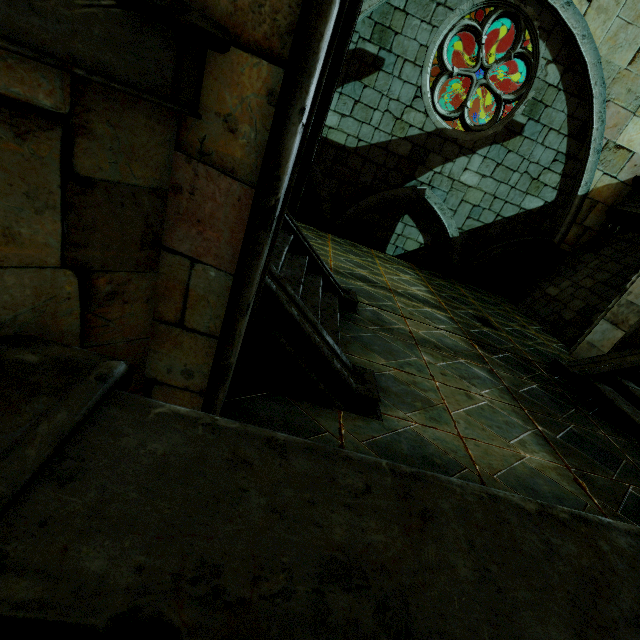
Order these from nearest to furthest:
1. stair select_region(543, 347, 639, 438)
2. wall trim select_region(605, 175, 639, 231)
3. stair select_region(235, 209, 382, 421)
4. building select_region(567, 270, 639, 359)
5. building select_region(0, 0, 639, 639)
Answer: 1. building select_region(0, 0, 639, 639)
2. stair select_region(235, 209, 382, 421)
3. stair select_region(543, 347, 639, 438)
4. building select_region(567, 270, 639, 359)
5. wall trim select_region(605, 175, 639, 231)

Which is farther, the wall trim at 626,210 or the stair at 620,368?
the wall trim at 626,210

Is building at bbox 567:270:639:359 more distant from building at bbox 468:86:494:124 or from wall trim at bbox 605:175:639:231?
building at bbox 468:86:494:124

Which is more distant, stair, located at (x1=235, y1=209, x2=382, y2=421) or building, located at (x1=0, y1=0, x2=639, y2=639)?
stair, located at (x1=235, y1=209, x2=382, y2=421)

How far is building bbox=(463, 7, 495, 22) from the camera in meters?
11.9

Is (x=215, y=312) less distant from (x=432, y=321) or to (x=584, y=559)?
(x=584, y=559)

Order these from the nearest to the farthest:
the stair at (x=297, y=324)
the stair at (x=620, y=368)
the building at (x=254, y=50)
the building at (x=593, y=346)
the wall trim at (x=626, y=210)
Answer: the building at (x=254, y=50) < the stair at (x=297, y=324) < the stair at (x=620, y=368) < the building at (x=593, y=346) < the wall trim at (x=626, y=210)
